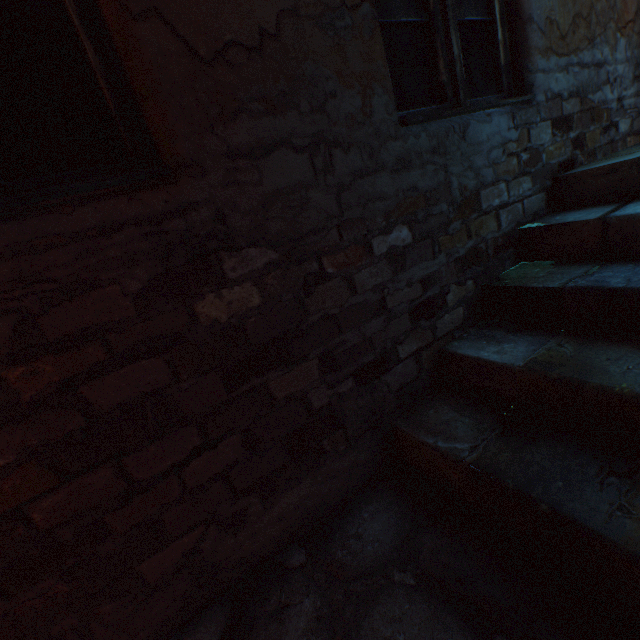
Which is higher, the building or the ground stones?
the building

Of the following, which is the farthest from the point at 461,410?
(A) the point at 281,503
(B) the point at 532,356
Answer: (A) the point at 281,503

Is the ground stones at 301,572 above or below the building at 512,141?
below

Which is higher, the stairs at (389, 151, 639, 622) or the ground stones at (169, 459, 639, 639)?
the stairs at (389, 151, 639, 622)

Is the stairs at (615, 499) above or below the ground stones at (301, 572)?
above
